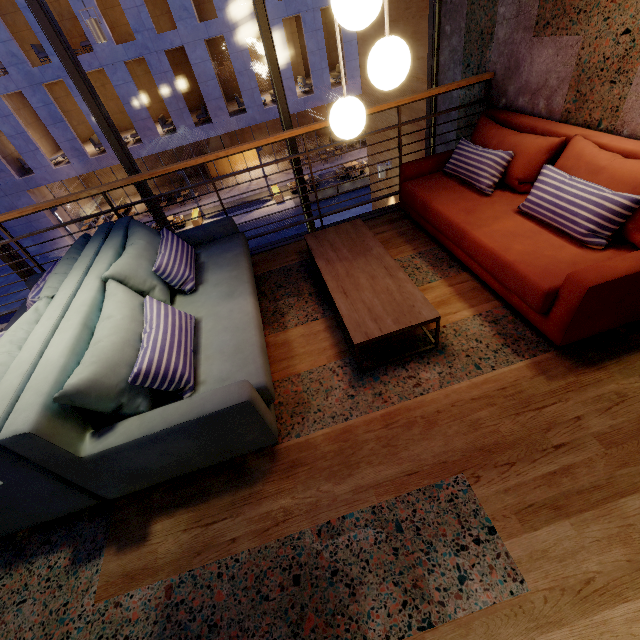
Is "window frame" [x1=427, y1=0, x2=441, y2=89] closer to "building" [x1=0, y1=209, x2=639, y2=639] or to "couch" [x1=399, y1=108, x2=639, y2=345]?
"building" [x1=0, y1=209, x2=639, y2=639]

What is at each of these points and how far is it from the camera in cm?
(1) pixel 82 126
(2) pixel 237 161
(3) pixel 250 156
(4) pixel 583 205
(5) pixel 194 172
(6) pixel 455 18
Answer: (1) building, 2202
(2) reception podium, 2411
(3) reception podium, 2409
(4) couch, 204
(5) building, 2547
(6) building, 346

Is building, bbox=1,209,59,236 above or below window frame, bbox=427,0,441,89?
below

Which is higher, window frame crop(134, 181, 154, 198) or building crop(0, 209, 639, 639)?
window frame crop(134, 181, 154, 198)

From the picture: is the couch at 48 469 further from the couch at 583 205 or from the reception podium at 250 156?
the reception podium at 250 156

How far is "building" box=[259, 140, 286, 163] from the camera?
24.8m

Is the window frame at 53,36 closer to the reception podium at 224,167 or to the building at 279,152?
the building at 279,152

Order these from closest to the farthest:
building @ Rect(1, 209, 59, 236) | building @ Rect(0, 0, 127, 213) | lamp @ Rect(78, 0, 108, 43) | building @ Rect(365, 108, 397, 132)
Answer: lamp @ Rect(78, 0, 108, 43) → building @ Rect(365, 108, 397, 132) → building @ Rect(0, 0, 127, 213) → building @ Rect(1, 209, 59, 236)
